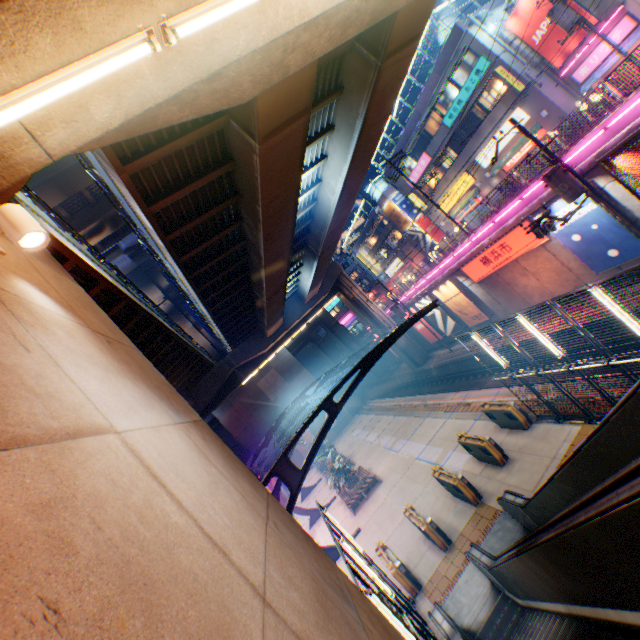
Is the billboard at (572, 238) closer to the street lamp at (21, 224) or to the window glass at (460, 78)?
the window glass at (460, 78)

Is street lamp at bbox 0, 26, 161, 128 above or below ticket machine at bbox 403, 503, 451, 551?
above

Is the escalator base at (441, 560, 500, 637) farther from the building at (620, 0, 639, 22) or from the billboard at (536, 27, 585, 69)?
the billboard at (536, 27, 585, 69)

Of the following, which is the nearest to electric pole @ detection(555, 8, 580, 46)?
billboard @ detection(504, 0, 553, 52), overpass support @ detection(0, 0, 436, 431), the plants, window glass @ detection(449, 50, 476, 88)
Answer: billboard @ detection(504, 0, 553, 52)

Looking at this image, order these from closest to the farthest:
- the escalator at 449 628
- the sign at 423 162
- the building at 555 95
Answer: the escalator at 449 628, the building at 555 95, the sign at 423 162

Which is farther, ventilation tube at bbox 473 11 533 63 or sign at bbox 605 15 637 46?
ventilation tube at bbox 473 11 533 63

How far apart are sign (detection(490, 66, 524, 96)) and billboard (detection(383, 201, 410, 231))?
21.18m

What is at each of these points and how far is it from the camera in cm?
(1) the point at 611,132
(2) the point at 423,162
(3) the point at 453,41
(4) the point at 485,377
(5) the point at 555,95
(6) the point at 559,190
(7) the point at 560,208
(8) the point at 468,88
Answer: (1) concrete block, 1341
(2) sign, 3334
(3) concrete block, 2436
(4) railway, 2394
(5) building, 2294
(6) electric pole, 1355
(7) billboard, 1590
(8) sign, 2577
